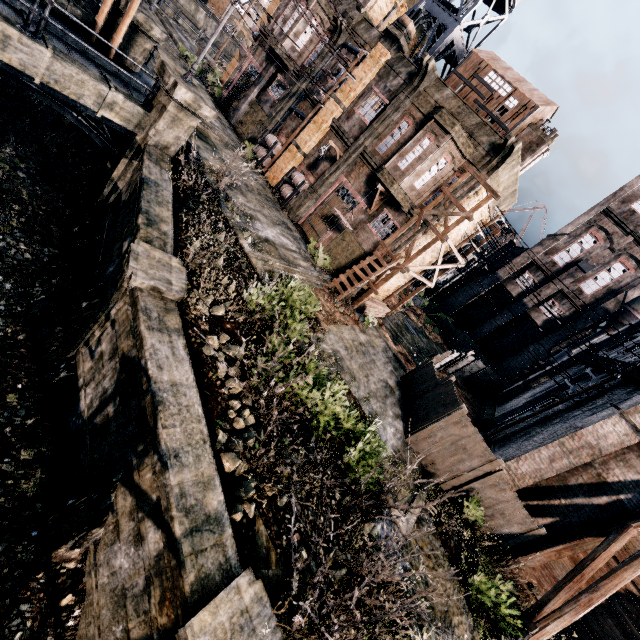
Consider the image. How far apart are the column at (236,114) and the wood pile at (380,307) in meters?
19.5 m

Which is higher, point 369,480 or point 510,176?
point 510,176

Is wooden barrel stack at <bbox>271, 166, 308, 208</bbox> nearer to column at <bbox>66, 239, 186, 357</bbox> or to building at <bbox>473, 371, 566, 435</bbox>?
building at <bbox>473, 371, 566, 435</bbox>

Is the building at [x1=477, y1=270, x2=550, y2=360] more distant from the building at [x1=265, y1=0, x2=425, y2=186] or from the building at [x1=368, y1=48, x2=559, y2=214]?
the building at [x1=368, y1=48, x2=559, y2=214]

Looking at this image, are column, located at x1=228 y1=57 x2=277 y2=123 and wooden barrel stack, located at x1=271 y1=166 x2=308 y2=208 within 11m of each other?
yes

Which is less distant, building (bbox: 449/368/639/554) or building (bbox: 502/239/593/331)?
building (bbox: 449/368/639/554)

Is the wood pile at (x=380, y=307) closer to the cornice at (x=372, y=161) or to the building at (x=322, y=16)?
the cornice at (x=372, y=161)

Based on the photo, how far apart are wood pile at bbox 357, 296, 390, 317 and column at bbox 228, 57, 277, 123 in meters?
19.5
